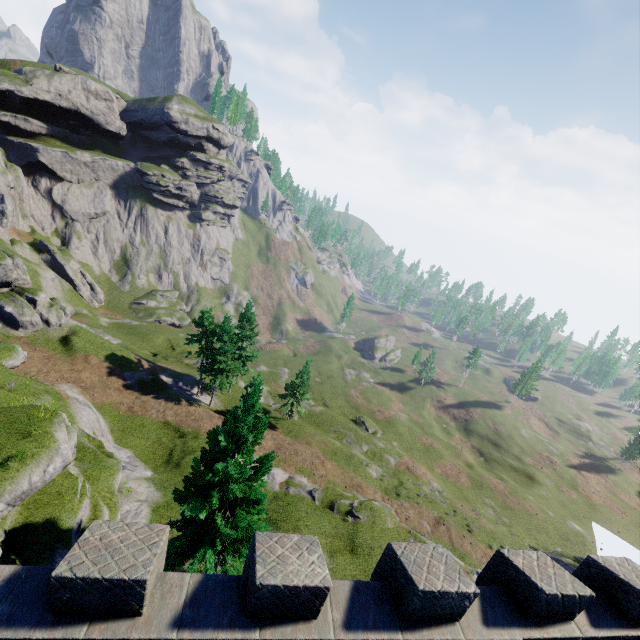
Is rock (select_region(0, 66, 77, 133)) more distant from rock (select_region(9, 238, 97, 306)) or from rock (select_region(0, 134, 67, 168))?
rock (select_region(9, 238, 97, 306))

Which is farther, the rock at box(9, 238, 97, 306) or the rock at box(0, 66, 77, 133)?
the rock at box(0, 66, 77, 133)

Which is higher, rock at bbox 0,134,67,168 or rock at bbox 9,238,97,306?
rock at bbox 0,134,67,168

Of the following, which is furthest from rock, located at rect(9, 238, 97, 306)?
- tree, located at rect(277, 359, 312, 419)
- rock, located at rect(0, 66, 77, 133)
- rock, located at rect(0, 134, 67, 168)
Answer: tree, located at rect(277, 359, 312, 419)

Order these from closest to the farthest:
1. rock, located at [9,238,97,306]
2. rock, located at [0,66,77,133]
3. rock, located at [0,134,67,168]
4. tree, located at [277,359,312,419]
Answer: tree, located at [277,359,312,419] < rock, located at [9,238,97,306] < rock, located at [0,66,77,133] < rock, located at [0,134,67,168]

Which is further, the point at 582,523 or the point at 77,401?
the point at 582,523

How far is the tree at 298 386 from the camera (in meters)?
42.91

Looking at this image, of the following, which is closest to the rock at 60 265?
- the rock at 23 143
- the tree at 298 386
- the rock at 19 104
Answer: the rock at 23 143
